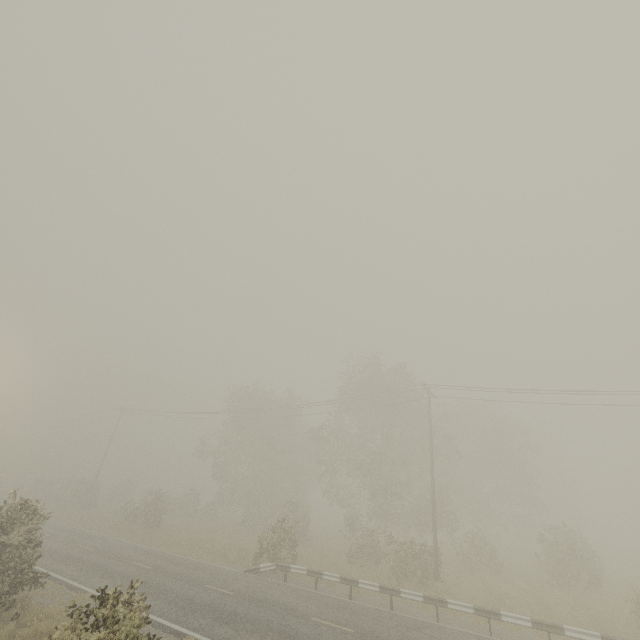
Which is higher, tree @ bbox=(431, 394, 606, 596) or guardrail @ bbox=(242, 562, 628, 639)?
tree @ bbox=(431, 394, 606, 596)

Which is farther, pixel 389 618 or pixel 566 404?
pixel 566 404

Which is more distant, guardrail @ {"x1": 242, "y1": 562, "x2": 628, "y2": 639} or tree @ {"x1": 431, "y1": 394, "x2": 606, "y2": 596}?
tree @ {"x1": 431, "y1": 394, "x2": 606, "y2": 596}

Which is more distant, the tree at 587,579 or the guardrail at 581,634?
the tree at 587,579

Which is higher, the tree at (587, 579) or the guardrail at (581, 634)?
the tree at (587, 579)

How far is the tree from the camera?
21.5 meters
